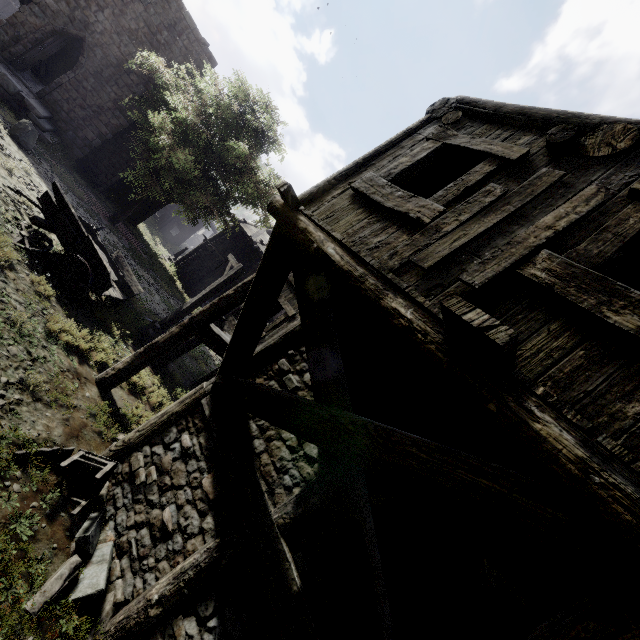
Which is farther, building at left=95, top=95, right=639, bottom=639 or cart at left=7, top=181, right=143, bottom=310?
cart at left=7, top=181, right=143, bottom=310

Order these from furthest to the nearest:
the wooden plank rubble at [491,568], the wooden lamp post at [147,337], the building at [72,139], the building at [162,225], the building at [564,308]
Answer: the building at [162,225] → the building at [72,139] → the wooden lamp post at [147,337] → the wooden plank rubble at [491,568] → the building at [564,308]

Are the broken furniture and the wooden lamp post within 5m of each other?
no

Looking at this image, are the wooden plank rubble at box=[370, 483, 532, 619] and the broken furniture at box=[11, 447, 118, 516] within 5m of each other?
yes

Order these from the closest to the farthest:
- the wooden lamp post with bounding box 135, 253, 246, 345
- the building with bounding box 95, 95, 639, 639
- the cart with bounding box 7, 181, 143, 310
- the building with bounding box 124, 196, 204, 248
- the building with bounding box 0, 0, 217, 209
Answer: the building with bounding box 95, 95, 639, 639
the cart with bounding box 7, 181, 143, 310
the wooden lamp post with bounding box 135, 253, 246, 345
the building with bounding box 0, 0, 217, 209
the building with bounding box 124, 196, 204, 248

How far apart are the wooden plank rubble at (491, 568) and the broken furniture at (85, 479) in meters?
3.8

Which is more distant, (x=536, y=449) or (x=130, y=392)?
(x=130, y=392)

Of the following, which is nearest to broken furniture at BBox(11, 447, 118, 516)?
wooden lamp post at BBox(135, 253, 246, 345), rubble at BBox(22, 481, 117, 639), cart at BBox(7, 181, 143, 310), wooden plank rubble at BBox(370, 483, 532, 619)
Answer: rubble at BBox(22, 481, 117, 639)
